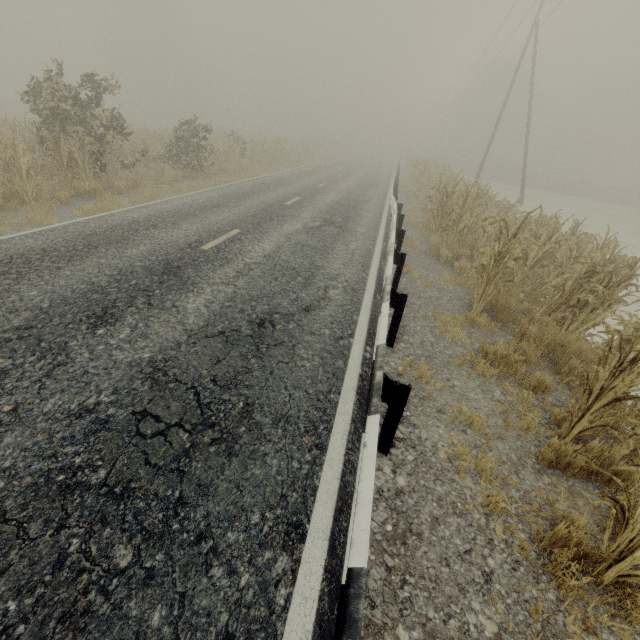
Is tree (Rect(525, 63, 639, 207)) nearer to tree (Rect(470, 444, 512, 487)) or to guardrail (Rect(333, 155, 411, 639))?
tree (Rect(470, 444, 512, 487))

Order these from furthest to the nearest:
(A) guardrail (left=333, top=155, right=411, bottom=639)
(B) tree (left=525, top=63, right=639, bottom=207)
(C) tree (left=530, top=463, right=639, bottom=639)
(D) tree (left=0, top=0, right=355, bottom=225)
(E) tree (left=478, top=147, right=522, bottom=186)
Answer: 1. (E) tree (left=478, top=147, right=522, bottom=186)
2. (B) tree (left=525, top=63, right=639, bottom=207)
3. (D) tree (left=0, top=0, right=355, bottom=225)
4. (C) tree (left=530, top=463, right=639, bottom=639)
5. (A) guardrail (left=333, top=155, right=411, bottom=639)

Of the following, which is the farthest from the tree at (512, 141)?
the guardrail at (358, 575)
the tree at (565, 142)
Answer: the tree at (565, 142)

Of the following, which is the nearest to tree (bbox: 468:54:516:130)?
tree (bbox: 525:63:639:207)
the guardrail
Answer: the guardrail

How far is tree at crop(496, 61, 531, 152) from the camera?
53.6m

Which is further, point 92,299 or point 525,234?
point 525,234

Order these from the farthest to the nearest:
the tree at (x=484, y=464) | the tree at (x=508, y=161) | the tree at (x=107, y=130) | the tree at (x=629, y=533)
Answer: the tree at (x=508, y=161)
the tree at (x=107, y=130)
the tree at (x=484, y=464)
the tree at (x=629, y=533)
